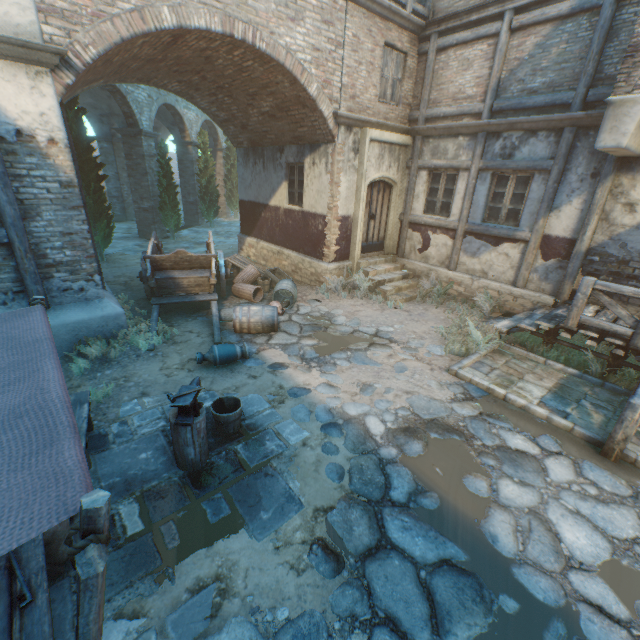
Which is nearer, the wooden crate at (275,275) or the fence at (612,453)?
the fence at (612,453)

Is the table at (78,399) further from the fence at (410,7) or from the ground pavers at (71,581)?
the fence at (410,7)

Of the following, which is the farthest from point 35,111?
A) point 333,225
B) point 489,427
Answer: point 489,427

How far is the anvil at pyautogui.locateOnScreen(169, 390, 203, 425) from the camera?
3.58m

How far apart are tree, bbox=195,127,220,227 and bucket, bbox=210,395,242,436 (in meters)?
18.33

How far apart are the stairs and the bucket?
6.2m

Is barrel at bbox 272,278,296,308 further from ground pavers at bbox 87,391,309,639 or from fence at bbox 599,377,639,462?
fence at bbox 599,377,639,462

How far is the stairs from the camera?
9.97m
